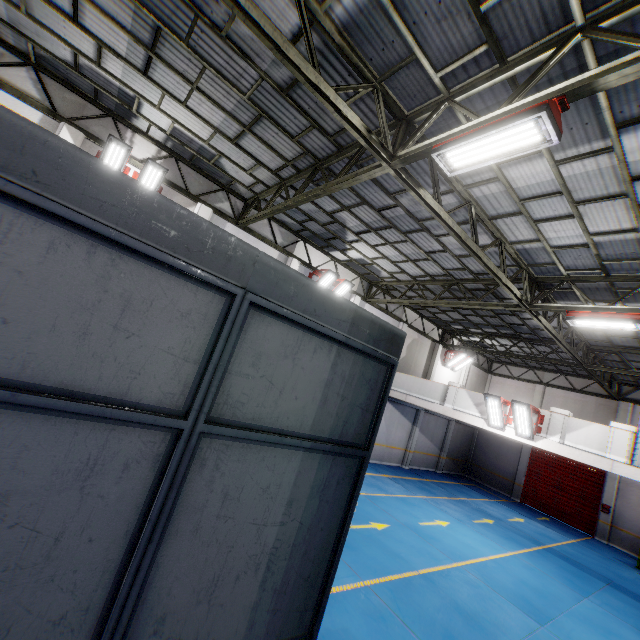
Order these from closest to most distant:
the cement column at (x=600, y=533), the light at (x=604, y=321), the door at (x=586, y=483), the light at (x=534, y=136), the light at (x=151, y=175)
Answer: the light at (x=534, y=136)
the light at (x=604, y=321)
the light at (x=151, y=175)
the cement column at (x=600, y=533)
the door at (x=586, y=483)

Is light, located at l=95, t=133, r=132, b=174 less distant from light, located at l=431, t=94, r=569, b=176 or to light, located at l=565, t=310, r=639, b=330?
light, located at l=431, t=94, r=569, b=176

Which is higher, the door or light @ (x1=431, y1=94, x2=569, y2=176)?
A: light @ (x1=431, y1=94, x2=569, y2=176)

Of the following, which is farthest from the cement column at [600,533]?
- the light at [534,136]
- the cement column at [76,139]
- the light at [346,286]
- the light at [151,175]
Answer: the cement column at [76,139]

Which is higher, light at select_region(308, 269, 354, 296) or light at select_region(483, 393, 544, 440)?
light at select_region(308, 269, 354, 296)

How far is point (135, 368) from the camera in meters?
2.1

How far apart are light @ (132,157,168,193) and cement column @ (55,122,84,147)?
1.41m

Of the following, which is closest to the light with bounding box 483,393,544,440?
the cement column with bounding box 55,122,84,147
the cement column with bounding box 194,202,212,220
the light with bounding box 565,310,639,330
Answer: the light with bounding box 565,310,639,330
